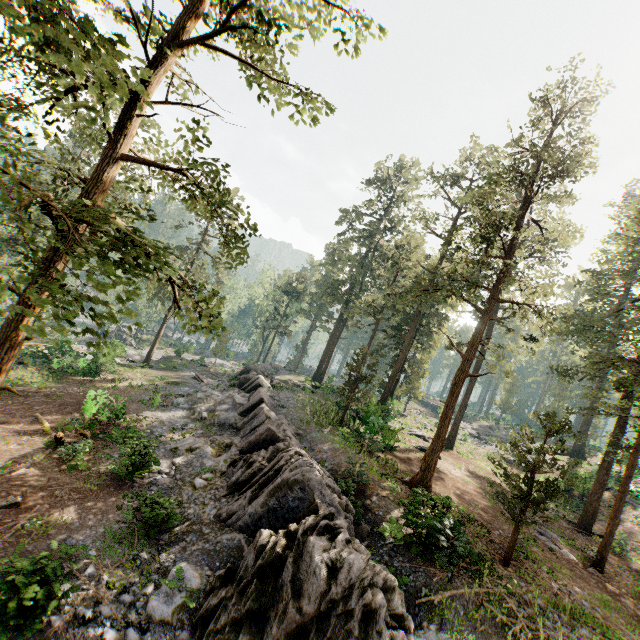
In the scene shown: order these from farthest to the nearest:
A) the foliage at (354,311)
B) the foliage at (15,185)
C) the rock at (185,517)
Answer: the foliage at (354,311), the rock at (185,517), the foliage at (15,185)

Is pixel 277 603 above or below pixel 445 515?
below

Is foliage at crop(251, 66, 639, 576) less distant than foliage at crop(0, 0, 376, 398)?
No

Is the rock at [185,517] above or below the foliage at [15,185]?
below

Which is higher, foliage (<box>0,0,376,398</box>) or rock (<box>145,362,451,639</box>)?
foliage (<box>0,0,376,398</box>)

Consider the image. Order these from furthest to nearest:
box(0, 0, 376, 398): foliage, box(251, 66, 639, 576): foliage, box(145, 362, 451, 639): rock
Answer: box(251, 66, 639, 576): foliage → box(145, 362, 451, 639): rock → box(0, 0, 376, 398): foliage

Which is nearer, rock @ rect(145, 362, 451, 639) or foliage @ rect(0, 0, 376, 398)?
foliage @ rect(0, 0, 376, 398)
